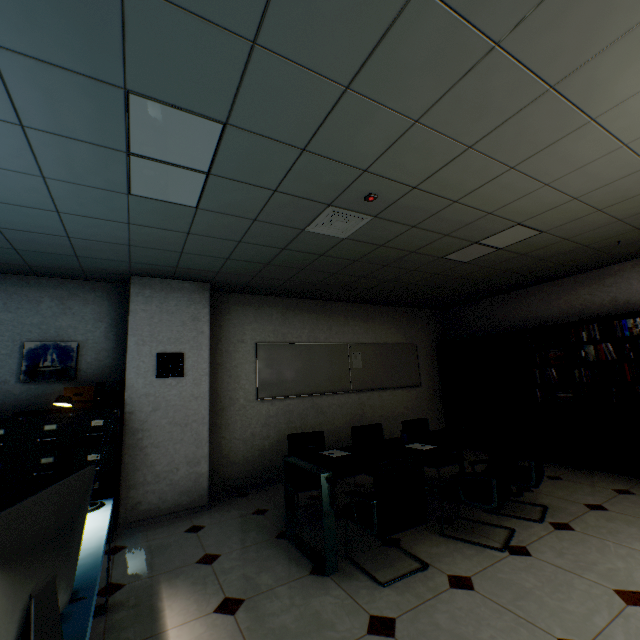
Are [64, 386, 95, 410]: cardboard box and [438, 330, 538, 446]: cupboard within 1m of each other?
no

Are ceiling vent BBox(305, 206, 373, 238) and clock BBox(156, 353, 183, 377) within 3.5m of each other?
yes

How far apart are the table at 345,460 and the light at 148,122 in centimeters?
249cm

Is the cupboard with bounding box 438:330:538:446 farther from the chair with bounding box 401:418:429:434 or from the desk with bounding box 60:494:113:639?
the desk with bounding box 60:494:113:639

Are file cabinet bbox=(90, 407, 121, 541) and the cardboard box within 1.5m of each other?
yes

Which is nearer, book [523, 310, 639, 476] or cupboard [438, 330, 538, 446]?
book [523, 310, 639, 476]

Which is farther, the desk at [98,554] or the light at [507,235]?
the light at [507,235]

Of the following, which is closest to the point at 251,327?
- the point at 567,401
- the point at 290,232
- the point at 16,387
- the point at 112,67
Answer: the point at 290,232
